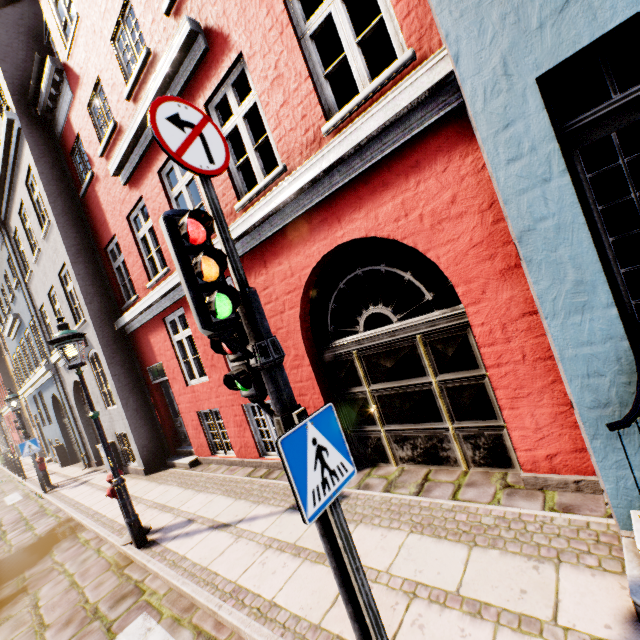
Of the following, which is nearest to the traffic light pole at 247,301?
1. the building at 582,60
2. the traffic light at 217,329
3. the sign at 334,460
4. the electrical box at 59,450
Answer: the traffic light at 217,329

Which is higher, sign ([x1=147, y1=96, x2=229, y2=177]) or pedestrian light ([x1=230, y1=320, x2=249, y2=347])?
sign ([x1=147, y1=96, x2=229, y2=177])

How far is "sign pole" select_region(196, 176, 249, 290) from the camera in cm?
211

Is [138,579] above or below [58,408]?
below

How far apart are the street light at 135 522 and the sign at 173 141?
4.4 meters

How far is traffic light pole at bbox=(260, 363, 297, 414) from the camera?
2.1m

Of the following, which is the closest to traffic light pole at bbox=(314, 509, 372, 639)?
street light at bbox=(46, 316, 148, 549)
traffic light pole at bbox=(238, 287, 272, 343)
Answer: traffic light pole at bbox=(238, 287, 272, 343)

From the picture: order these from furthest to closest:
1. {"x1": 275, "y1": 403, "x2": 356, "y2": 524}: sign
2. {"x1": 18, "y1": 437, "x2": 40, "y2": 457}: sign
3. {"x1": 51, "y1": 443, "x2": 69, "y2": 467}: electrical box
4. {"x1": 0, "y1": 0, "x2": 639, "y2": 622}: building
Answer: {"x1": 51, "y1": 443, "x2": 69, "y2": 467}: electrical box < {"x1": 18, "y1": 437, "x2": 40, "y2": 457}: sign < {"x1": 0, "y1": 0, "x2": 639, "y2": 622}: building < {"x1": 275, "y1": 403, "x2": 356, "y2": 524}: sign
